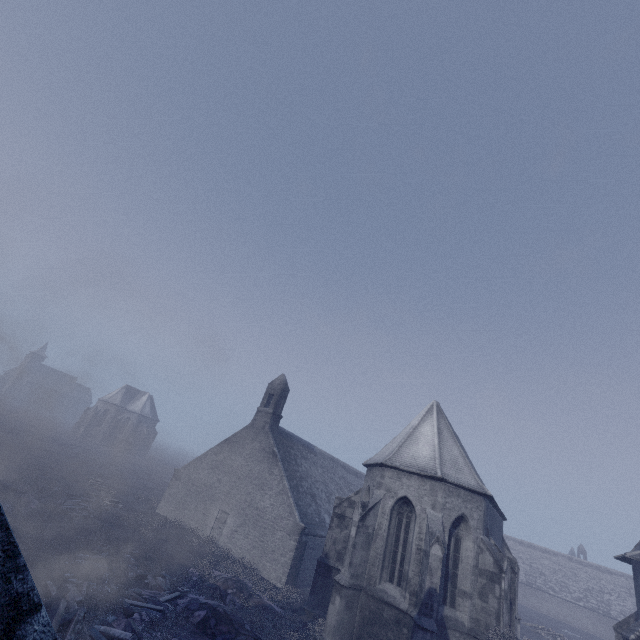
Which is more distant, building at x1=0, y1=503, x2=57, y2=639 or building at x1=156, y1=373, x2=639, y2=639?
building at x1=156, y1=373, x2=639, y2=639

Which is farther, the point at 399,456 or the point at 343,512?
the point at 343,512

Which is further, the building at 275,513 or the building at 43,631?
the building at 275,513
